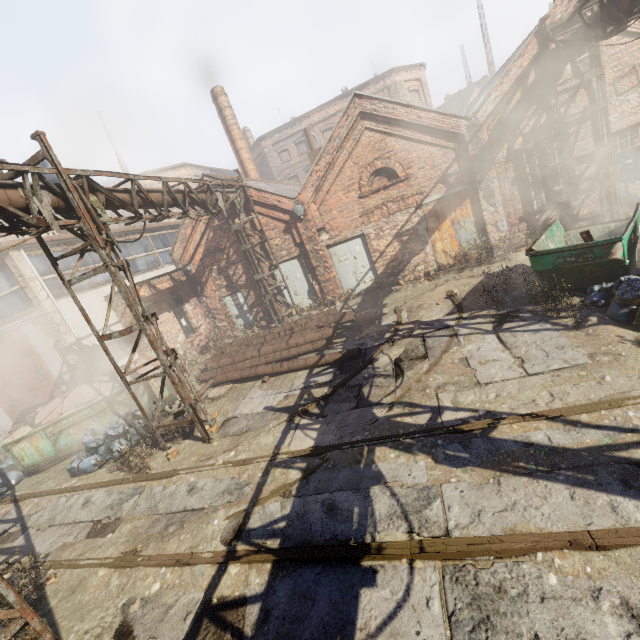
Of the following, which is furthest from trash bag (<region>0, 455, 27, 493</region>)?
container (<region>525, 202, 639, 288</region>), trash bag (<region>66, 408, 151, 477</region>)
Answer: container (<region>525, 202, 639, 288</region>)

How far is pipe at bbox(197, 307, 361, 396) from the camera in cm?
962

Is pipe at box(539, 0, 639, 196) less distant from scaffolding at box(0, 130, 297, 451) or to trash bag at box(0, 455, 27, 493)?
scaffolding at box(0, 130, 297, 451)

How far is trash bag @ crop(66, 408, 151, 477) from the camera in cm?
844

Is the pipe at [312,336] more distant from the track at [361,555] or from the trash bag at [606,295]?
the trash bag at [606,295]

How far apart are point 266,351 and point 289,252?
5.3 meters

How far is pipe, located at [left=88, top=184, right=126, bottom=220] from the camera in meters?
6.8 m

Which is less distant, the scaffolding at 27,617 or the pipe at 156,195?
the scaffolding at 27,617
